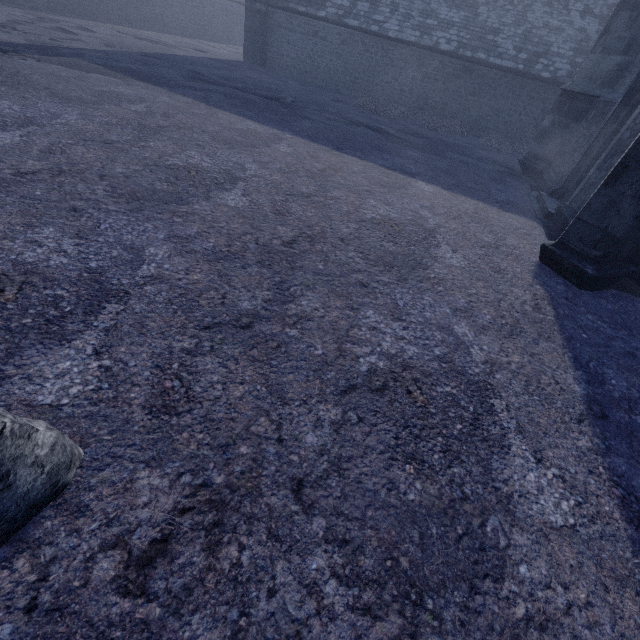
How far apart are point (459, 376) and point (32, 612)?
3.0 meters
